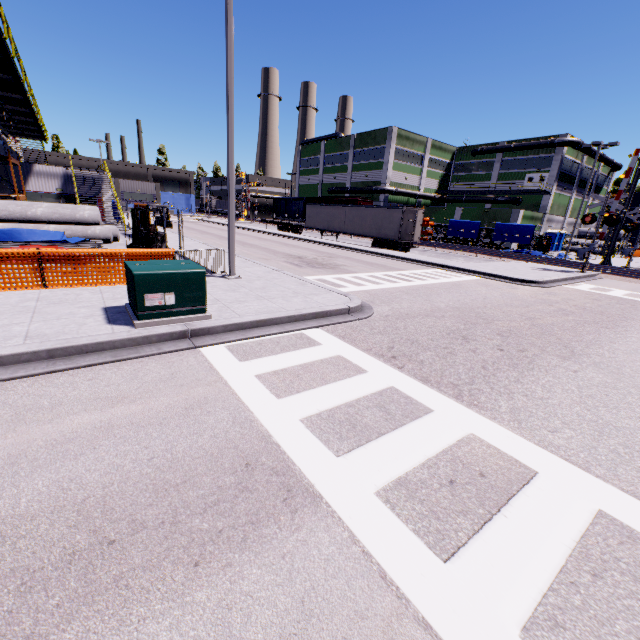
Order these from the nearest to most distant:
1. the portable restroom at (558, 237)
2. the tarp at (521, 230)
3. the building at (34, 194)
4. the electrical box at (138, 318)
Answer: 1. the electrical box at (138, 318)
2. the building at (34, 194)
3. the tarp at (521, 230)
4. the portable restroom at (558, 237)

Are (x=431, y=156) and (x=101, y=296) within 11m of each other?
no

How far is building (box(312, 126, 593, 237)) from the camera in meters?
44.6

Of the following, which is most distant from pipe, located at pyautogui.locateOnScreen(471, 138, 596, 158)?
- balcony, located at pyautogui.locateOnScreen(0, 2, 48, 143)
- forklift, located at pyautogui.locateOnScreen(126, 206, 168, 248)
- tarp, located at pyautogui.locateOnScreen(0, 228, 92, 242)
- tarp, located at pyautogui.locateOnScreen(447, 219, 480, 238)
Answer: tarp, located at pyautogui.locateOnScreen(0, 228, 92, 242)

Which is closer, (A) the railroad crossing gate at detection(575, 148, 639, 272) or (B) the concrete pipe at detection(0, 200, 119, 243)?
(B) the concrete pipe at detection(0, 200, 119, 243)

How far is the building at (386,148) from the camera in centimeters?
4462cm
